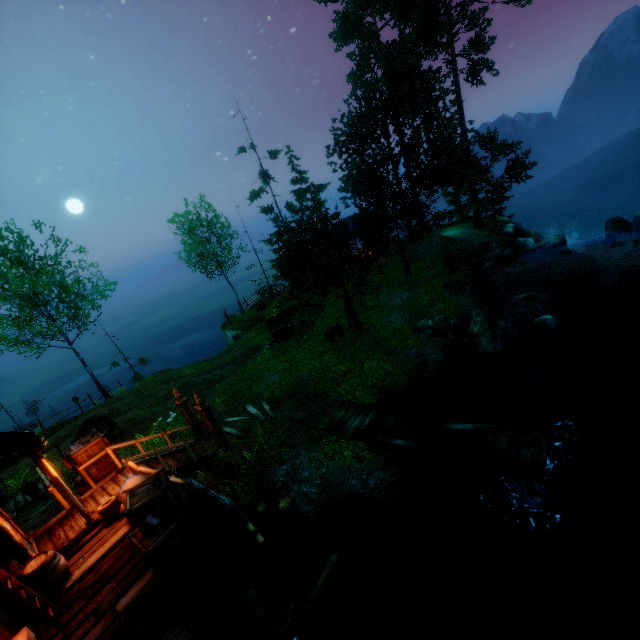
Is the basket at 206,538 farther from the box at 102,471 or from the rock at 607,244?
the rock at 607,244

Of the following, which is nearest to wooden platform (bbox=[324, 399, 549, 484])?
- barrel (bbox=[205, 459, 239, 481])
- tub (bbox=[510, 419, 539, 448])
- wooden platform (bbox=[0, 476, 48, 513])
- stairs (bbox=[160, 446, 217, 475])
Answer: tub (bbox=[510, 419, 539, 448])

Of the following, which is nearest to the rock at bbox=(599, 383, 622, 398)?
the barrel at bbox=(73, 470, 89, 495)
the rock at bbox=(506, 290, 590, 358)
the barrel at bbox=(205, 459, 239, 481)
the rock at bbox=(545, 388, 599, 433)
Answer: the rock at bbox=(545, 388, 599, 433)

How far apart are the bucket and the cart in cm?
114

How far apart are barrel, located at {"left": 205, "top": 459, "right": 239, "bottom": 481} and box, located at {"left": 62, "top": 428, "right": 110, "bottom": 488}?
2.6m

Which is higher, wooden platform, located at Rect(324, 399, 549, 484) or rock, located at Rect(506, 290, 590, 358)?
wooden platform, located at Rect(324, 399, 549, 484)

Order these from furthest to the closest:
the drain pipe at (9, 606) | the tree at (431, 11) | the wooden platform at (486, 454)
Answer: the tree at (431, 11)
the wooden platform at (486, 454)
the drain pipe at (9, 606)

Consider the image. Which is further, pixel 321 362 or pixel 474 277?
pixel 474 277
